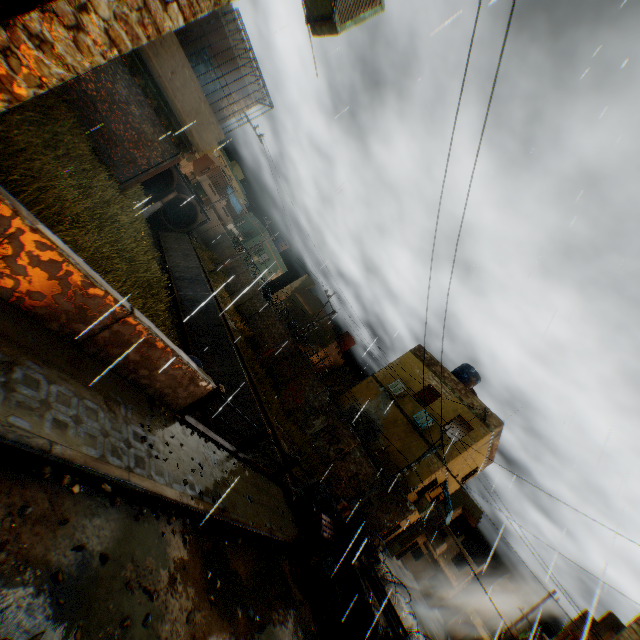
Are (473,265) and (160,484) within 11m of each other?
yes

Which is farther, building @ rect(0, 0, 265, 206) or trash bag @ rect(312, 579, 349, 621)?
trash bag @ rect(312, 579, 349, 621)

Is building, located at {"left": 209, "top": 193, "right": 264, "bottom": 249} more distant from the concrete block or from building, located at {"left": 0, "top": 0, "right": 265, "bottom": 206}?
the concrete block

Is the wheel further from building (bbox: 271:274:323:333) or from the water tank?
the water tank

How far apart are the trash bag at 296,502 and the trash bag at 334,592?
0.6m

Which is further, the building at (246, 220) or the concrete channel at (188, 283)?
the building at (246, 220)

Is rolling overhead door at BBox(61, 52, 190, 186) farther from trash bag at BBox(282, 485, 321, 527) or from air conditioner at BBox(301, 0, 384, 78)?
trash bag at BBox(282, 485, 321, 527)

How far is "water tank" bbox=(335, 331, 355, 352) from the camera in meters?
32.1
